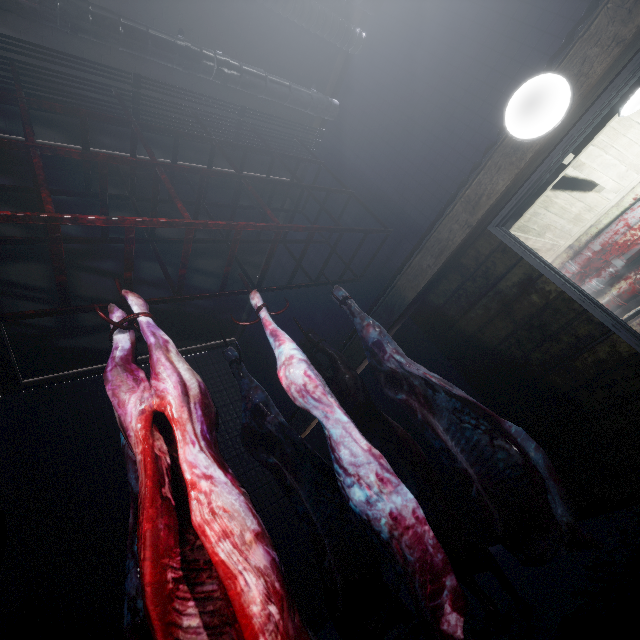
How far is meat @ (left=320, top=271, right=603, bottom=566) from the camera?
1.45m

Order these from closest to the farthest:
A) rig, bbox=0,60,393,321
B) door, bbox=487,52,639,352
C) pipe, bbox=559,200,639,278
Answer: rig, bbox=0,60,393,321 → door, bbox=487,52,639,352 → pipe, bbox=559,200,639,278

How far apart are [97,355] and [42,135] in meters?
3.0

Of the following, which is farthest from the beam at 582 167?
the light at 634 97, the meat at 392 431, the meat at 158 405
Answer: the meat at 158 405

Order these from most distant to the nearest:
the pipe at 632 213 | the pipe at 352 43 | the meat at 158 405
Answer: the pipe at 632 213 < the pipe at 352 43 < the meat at 158 405

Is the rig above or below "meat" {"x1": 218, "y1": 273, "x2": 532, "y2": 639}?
above

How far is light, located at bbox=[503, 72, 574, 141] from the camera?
1.7 meters

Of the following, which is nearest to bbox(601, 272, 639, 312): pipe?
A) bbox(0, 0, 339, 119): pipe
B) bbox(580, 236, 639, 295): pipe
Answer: bbox(580, 236, 639, 295): pipe
